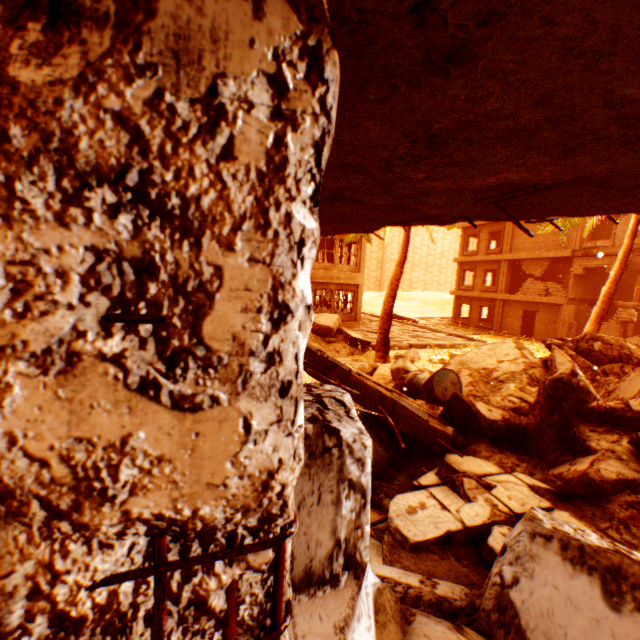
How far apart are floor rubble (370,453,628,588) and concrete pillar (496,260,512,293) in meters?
25.2

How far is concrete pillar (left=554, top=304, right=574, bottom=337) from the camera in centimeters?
2103cm

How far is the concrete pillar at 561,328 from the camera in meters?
21.0

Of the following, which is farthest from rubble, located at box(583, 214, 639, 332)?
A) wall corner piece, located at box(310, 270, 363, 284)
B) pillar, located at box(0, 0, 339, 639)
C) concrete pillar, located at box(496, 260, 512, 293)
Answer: concrete pillar, located at box(496, 260, 512, 293)

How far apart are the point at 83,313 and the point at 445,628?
2.1m

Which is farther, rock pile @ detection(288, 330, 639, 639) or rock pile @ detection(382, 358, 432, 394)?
rock pile @ detection(382, 358, 432, 394)

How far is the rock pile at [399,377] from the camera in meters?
7.2
